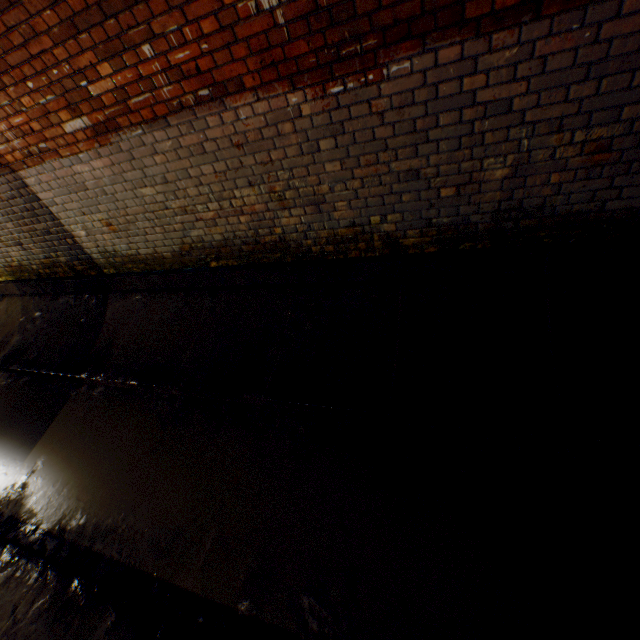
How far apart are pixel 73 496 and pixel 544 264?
4.9 meters
